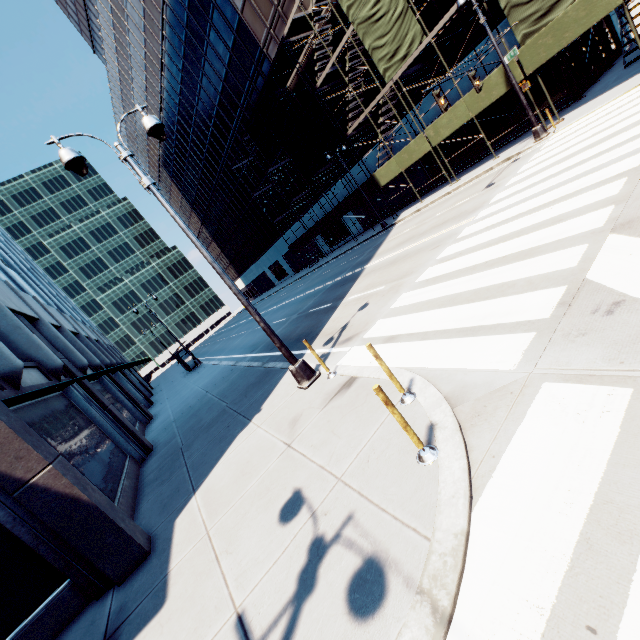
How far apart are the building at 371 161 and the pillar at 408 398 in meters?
28.0

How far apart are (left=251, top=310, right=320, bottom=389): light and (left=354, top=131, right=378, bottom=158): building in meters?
25.3

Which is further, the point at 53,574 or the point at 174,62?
the point at 174,62

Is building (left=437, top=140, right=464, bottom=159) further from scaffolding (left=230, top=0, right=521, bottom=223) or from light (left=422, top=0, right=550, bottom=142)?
light (left=422, top=0, right=550, bottom=142)

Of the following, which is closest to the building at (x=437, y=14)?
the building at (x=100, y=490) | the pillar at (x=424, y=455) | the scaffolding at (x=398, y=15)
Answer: the scaffolding at (x=398, y=15)

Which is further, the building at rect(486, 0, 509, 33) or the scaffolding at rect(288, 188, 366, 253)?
the scaffolding at rect(288, 188, 366, 253)

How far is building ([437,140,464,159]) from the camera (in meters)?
23.56
